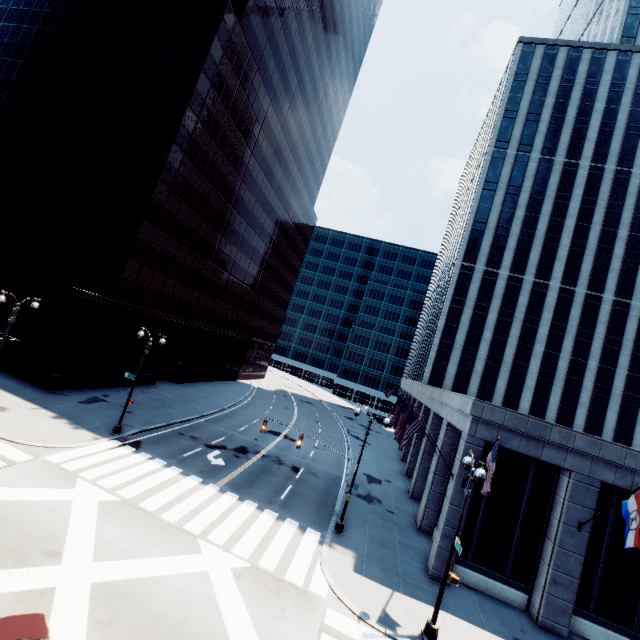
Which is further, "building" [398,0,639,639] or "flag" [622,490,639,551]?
"building" [398,0,639,639]

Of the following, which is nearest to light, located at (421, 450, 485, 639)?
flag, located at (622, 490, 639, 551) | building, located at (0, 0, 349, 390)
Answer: flag, located at (622, 490, 639, 551)

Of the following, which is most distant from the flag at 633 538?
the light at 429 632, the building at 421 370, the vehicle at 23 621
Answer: the vehicle at 23 621

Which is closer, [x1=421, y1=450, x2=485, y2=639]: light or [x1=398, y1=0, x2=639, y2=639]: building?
[x1=421, y1=450, x2=485, y2=639]: light

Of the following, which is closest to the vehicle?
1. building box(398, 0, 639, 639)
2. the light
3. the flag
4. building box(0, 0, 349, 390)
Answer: the light

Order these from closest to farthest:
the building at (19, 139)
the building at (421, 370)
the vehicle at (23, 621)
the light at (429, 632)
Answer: the vehicle at (23, 621) < the light at (429, 632) < the building at (421, 370) < the building at (19, 139)

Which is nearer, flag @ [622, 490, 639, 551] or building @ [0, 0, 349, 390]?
flag @ [622, 490, 639, 551]

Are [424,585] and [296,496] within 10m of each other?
yes
